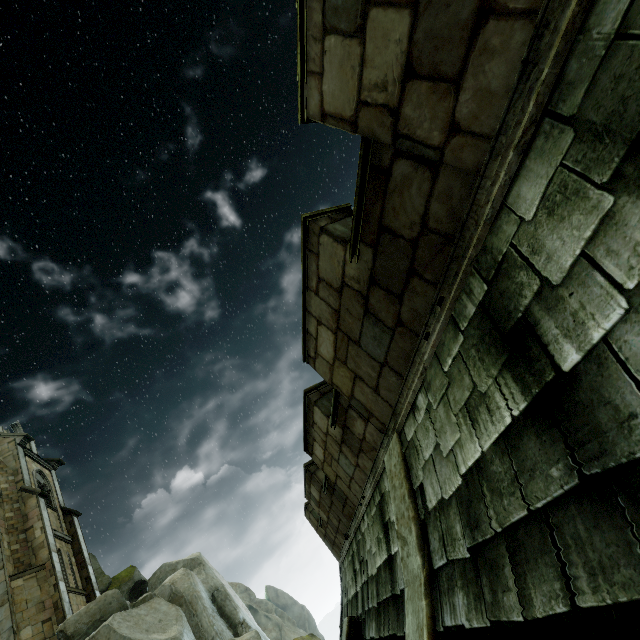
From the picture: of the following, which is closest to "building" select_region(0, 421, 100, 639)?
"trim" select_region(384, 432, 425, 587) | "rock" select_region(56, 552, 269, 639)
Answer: "rock" select_region(56, 552, 269, 639)

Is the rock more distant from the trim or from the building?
the trim

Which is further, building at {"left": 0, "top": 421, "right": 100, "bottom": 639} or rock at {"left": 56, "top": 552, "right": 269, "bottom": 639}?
building at {"left": 0, "top": 421, "right": 100, "bottom": 639}

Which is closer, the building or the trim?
the trim

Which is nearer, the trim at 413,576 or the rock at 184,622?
the trim at 413,576

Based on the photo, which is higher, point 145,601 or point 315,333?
point 145,601

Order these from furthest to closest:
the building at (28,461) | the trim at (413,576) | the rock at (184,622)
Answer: the building at (28,461) → the rock at (184,622) → the trim at (413,576)
